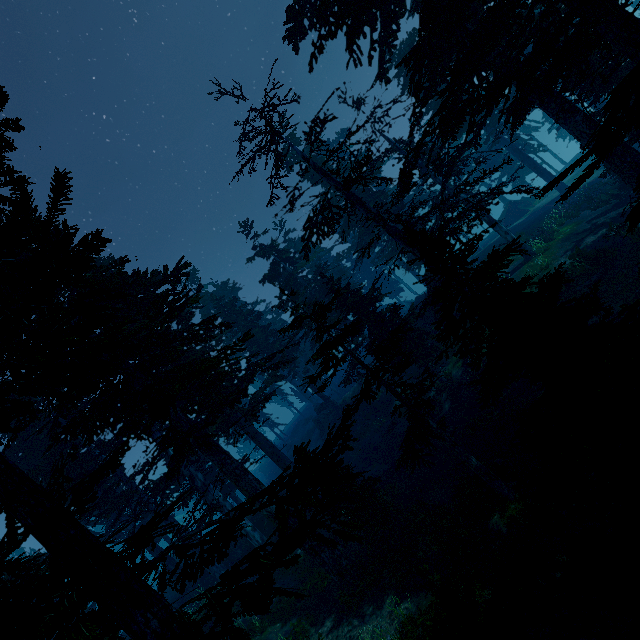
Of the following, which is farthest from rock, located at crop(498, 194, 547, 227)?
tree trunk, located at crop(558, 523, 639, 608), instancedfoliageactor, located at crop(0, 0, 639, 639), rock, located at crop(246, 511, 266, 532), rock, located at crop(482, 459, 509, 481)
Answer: tree trunk, located at crop(558, 523, 639, 608)

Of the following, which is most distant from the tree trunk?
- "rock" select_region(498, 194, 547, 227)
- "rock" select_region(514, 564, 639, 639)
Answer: "rock" select_region(498, 194, 547, 227)

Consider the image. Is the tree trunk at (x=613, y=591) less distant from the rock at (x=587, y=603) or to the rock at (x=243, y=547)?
the rock at (x=587, y=603)

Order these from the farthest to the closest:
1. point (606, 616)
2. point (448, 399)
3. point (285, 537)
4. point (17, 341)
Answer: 1. point (448, 399)
2. point (606, 616)
3. point (285, 537)
4. point (17, 341)

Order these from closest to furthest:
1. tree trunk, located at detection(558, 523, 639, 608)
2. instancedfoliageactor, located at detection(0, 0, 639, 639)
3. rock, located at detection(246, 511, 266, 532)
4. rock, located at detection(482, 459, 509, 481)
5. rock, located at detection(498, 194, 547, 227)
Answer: instancedfoliageactor, located at detection(0, 0, 639, 639), tree trunk, located at detection(558, 523, 639, 608), rock, located at detection(482, 459, 509, 481), rock, located at detection(246, 511, 266, 532), rock, located at detection(498, 194, 547, 227)

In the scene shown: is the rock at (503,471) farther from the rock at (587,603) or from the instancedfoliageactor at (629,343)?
the rock at (587,603)

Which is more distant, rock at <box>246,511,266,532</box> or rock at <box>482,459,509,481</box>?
rock at <box>246,511,266,532</box>

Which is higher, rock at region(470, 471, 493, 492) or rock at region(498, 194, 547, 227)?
rock at region(498, 194, 547, 227)
